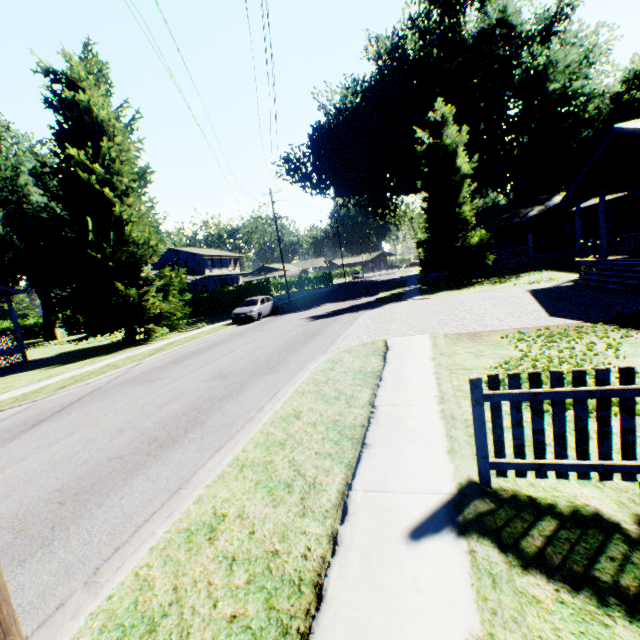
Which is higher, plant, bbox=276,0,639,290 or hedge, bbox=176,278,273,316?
plant, bbox=276,0,639,290

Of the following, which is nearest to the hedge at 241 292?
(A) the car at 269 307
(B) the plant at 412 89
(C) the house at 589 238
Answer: (A) the car at 269 307

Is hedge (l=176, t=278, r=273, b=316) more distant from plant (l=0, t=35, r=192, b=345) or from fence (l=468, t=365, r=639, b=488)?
fence (l=468, t=365, r=639, b=488)

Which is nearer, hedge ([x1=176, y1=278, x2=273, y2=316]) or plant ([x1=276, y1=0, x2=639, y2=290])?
plant ([x1=276, y1=0, x2=639, y2=290])

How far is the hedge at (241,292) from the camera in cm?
3452

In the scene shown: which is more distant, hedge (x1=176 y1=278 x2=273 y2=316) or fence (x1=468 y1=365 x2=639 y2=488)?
hedge (x1=176 y1=278 x2=273 y2=316)

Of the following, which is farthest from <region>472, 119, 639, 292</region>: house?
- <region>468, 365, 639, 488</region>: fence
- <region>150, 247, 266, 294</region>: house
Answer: <region>150, 247, 266, 294</region>: house

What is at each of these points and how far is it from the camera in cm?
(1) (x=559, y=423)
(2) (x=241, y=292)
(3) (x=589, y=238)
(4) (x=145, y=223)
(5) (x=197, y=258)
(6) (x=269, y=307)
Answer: (1) fence, 335
(2) hedge, 3466
(3) house, 2823
(4) plant, 2109
(5) house, 4916
(6) car, 2447
